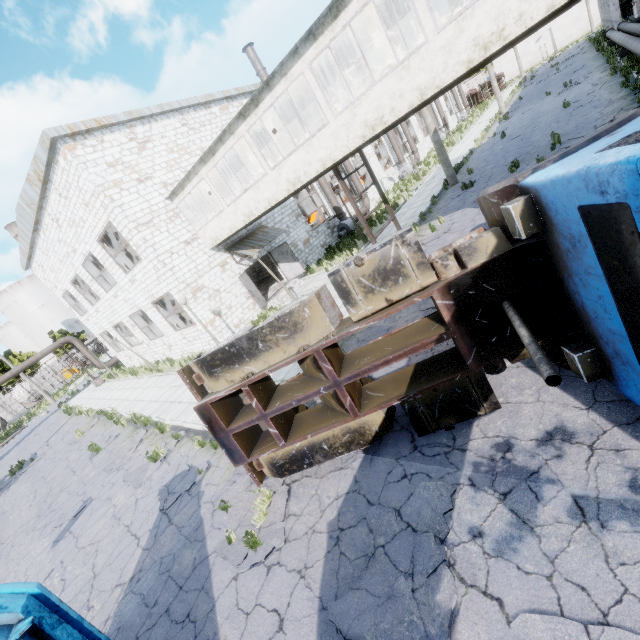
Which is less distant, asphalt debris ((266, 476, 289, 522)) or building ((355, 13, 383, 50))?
asphalt debris ((266, 476, 289, 522))

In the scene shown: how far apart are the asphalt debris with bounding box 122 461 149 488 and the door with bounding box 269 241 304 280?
11.34m

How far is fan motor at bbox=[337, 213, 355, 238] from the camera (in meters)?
22.84

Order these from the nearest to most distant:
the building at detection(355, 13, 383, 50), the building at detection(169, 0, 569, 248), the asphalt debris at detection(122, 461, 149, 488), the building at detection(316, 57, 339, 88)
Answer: the building at detection(169, 0, 569, 248), the asphalt debris at detection(122, 461, 149, 488), the building at detection(355, 13, 383, 50), the building at detection(316, 57, 339, 88)

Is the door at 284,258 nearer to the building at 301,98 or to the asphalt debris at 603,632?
the building at 301,98

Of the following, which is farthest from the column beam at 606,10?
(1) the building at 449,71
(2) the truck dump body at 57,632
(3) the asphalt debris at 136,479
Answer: (2) the truck dump body at 57,632

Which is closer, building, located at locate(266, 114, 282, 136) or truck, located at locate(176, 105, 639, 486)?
truck, located at locate(176, 105, 639, 486)

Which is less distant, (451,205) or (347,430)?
(347,430)
